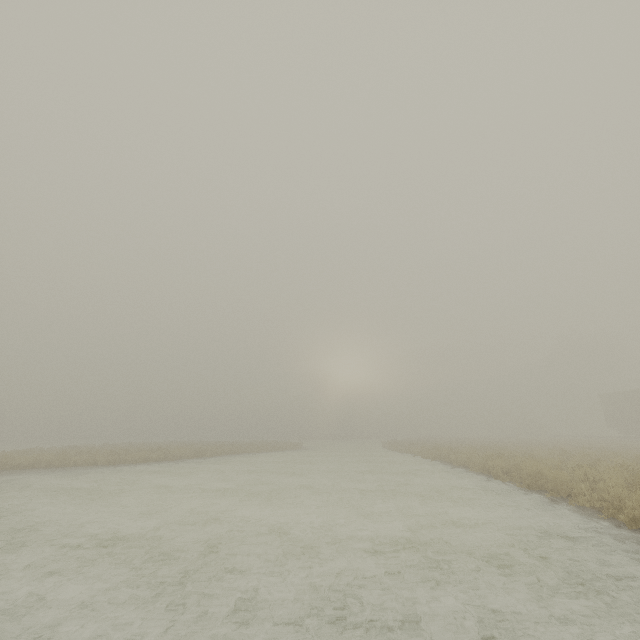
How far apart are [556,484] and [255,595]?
8.9 meters
